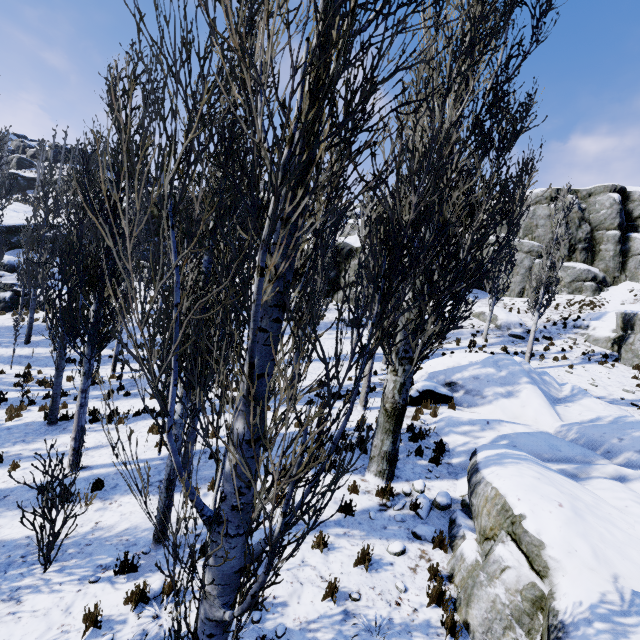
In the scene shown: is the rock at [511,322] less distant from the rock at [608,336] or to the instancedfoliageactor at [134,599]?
the rock at [608,336]

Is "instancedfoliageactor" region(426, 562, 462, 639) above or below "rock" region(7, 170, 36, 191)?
below

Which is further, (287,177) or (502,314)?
(502,314)

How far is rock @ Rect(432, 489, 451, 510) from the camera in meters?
6.8 m

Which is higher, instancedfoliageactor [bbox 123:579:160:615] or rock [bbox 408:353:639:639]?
rock [bbox 408:353:639:639]

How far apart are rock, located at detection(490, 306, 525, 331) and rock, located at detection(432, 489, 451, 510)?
19.5 meters

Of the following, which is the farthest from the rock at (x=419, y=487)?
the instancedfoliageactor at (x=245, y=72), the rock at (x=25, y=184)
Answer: the rock at (x=25, y=184)
